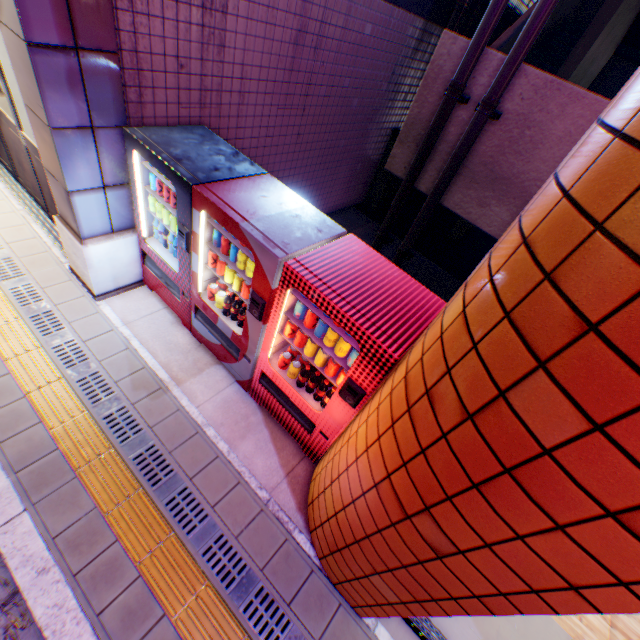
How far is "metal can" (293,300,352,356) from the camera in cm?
267

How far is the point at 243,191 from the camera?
3.0 meters

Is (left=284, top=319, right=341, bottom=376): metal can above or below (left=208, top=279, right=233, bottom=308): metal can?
above

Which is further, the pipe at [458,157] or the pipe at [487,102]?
the pipe at [458,157]

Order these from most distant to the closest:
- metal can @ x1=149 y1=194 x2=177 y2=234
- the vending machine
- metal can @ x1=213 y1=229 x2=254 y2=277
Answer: metal can @ x1=149 y1=194 x2=177 y2=234, metal can @ x1=213 y1=229 x2=254 y2=277, the vending machine

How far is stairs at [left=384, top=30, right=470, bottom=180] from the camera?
4.7m

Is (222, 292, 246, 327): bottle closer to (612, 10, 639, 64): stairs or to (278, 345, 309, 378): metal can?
(278, 345, 309, 378): metal can

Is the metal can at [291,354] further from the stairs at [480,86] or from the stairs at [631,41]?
the stairs at [631,41]
